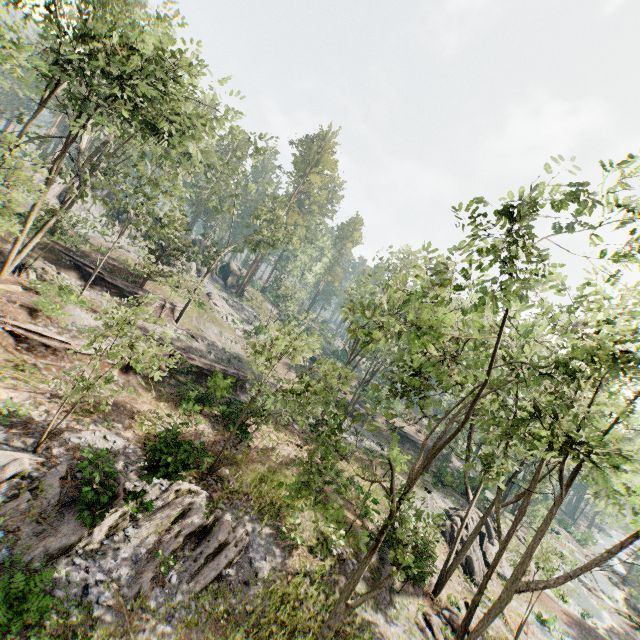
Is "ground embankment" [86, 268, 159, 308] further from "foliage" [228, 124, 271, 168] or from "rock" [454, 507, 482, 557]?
"rock" [454, 507, 482, 557]

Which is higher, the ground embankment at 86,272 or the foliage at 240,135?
the foliage at 240,135

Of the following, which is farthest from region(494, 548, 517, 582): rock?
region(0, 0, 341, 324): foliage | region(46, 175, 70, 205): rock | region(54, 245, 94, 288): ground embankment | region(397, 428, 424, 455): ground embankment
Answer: region(46, 175, 70, 205): rock

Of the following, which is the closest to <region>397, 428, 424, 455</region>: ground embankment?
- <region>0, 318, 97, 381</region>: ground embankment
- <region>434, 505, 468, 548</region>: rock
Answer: <region>434, 505, 468, 548</region>: rock

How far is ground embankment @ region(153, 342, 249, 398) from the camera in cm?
2209

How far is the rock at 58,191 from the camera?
40.28m

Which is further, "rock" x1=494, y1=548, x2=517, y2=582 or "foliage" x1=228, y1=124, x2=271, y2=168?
"rock" x1=494, y1=548, x2=517, y2=582

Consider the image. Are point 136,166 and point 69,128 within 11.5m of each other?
yes
